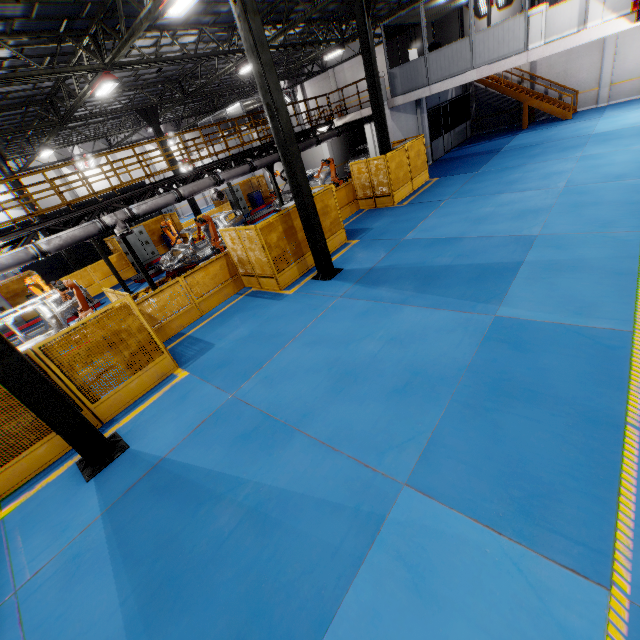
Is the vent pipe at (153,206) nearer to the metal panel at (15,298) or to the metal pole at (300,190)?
the metal panel at (15,298)

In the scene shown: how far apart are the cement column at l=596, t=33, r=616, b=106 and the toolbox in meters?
23.3 m

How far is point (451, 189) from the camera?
14.66m

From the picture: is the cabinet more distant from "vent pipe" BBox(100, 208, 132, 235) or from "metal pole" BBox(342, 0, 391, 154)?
"metal pole" BBox(342, 0, 391, 154)

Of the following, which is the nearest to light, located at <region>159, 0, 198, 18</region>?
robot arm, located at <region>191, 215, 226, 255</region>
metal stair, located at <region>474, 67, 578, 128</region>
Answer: robot arm, located at <region>191, 215, 226, 255</region>

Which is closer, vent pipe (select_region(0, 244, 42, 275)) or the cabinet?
vent pipe (select_region(0, 244, 42, 275))

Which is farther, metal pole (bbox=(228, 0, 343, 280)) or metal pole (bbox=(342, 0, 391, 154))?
metal pole (bbox=(342, 0, 391, 154))

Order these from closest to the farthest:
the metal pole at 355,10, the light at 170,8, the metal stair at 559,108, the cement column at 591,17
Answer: the light at 170,8 < the cement column at 591,17 < the metal pole at 355,10 < the metal stair at 559,108
